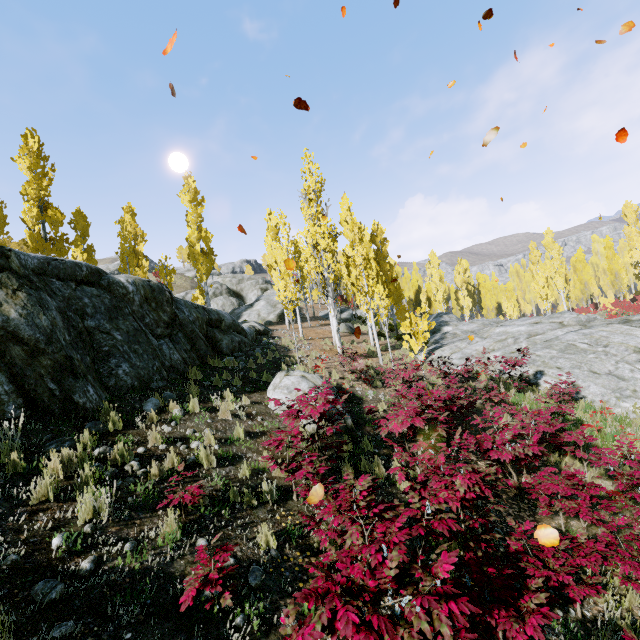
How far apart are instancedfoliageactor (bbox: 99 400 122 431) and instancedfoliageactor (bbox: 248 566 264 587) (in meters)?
3.61

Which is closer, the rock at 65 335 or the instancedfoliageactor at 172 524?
the instancedfoliageactor at 172 524

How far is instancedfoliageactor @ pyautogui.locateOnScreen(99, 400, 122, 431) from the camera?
5.9m

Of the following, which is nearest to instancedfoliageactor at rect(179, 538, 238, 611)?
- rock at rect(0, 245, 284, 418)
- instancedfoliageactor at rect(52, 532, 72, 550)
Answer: rock at rect(0, 245, 284, 418)

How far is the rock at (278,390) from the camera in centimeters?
857cm

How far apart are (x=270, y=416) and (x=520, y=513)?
5.8m

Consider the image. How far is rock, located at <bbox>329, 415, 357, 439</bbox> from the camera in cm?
805

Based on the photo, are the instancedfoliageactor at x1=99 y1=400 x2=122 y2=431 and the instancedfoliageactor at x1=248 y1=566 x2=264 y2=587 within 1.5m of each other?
no
